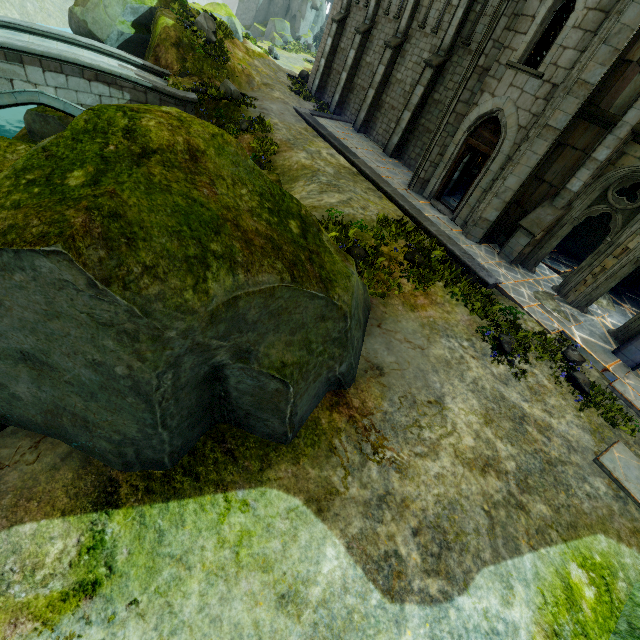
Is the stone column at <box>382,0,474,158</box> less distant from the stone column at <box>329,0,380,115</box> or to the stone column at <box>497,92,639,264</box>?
the stone column at <box>329,0,380,115</box>

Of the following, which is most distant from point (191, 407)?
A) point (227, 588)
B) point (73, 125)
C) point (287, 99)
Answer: point (287, 99)

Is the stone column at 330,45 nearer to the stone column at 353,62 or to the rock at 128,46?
the stone column at 353,62

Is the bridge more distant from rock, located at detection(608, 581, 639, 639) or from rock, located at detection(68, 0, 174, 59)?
rock, located at detection(608, 581, 639, 639)

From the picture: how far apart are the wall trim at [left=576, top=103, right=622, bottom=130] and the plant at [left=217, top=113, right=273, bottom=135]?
12.5 meters

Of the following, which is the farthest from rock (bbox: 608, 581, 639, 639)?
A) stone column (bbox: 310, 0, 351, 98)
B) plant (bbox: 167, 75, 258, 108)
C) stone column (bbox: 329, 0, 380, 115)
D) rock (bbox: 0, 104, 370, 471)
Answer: stone column (bbox: 310, 0, 351, 98)

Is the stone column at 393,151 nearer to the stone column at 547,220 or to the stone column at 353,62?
the stone column at 353,62

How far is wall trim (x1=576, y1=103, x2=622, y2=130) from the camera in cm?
948
